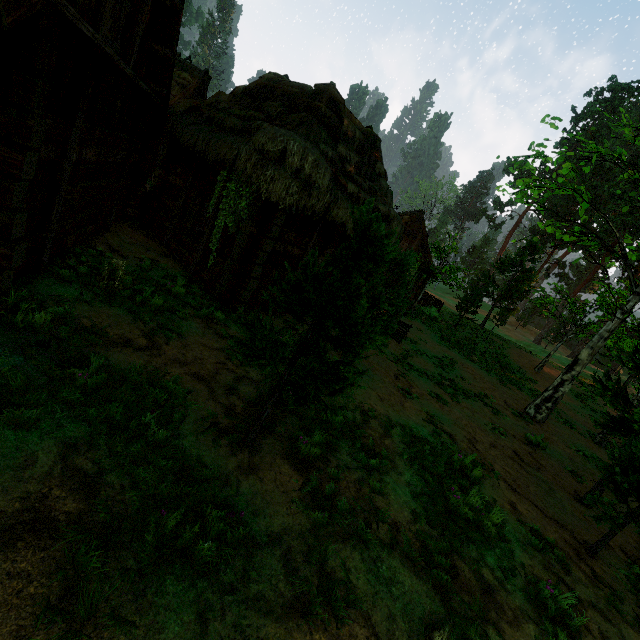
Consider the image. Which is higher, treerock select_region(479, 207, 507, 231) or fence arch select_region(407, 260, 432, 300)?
treerock select_region(479, 207, 507, 231)

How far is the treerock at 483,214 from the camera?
53.31m

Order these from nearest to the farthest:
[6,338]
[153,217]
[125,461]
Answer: [125,461]
[6,338]
[153,217]

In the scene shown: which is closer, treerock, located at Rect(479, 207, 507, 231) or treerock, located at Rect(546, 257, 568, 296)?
treerock, located at Rect(546, 257, 568, 296)

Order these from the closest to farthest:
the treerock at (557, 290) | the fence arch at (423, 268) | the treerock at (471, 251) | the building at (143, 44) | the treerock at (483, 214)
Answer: the building at (143, 44) → the fence arch at (423, 268) → the treerock at (557, 290) → the treerock at (483, 214) → the treerock at (471, 251)

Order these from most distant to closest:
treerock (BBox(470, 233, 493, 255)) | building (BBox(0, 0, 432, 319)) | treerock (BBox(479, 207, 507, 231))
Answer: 1. treerock (BBox(470, 233, 493, 255))
2. treerock (BBox(479, 207, 507, 231))
3. building (BBox(0, 0, 432, 319))

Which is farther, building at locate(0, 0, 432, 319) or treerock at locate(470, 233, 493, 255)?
treerock at locate(470, 233, 493, 255)
